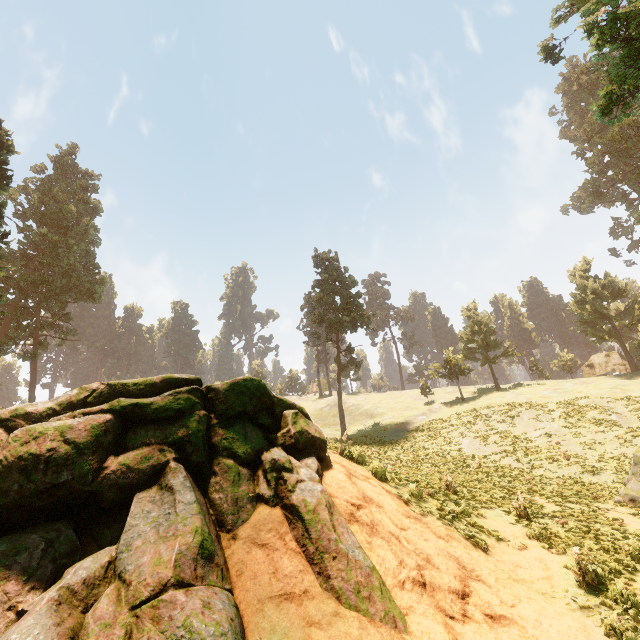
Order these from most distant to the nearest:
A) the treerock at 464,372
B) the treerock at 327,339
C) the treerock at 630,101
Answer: the treerock at 464,372, the treerock at 327,339, the treerock at 630,101

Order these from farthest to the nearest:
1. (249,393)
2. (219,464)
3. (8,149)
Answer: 1. (8,149)
2. (249,393)
3. (219,464)

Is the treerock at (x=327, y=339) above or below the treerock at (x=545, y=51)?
below

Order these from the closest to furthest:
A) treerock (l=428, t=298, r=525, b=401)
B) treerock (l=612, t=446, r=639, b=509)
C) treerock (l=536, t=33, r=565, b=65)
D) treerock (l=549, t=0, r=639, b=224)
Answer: treerock (l=549, t=0, r=639, b=224)
treerock (l=612, t=446, r=639, b=509)
treerock (l=536, t=33, r=565, b=65)
treerock (l=428, t=298, r=525, b=401)

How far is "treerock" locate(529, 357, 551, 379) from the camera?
51.3m

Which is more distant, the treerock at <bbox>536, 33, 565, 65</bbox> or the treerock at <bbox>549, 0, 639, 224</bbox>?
the treerock at <bbox>536, 33, 565, 65</bbox>

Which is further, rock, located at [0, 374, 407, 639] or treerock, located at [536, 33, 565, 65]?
treerock, located at [536, 33, 565, 65]
